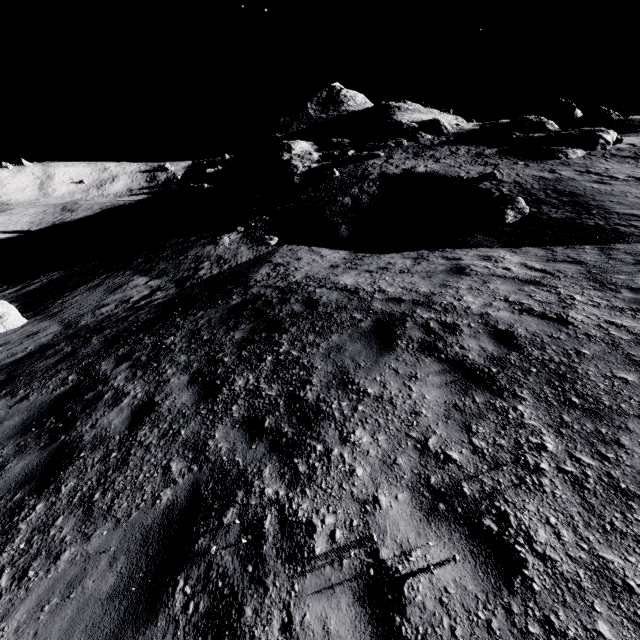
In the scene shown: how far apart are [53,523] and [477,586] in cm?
423

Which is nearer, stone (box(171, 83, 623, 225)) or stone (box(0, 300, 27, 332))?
stone (box(0, 300, 27, 332))

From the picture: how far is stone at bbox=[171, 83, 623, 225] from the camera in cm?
2295

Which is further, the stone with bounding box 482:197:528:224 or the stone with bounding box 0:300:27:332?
the stone with bounding box 482:197:528:224

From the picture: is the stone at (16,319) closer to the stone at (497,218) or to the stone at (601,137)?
the stone at (497,218)

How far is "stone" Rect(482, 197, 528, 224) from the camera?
12.4m

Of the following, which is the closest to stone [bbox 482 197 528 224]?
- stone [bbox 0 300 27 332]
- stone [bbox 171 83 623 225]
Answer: stone [bbox 171 83 623 225]
